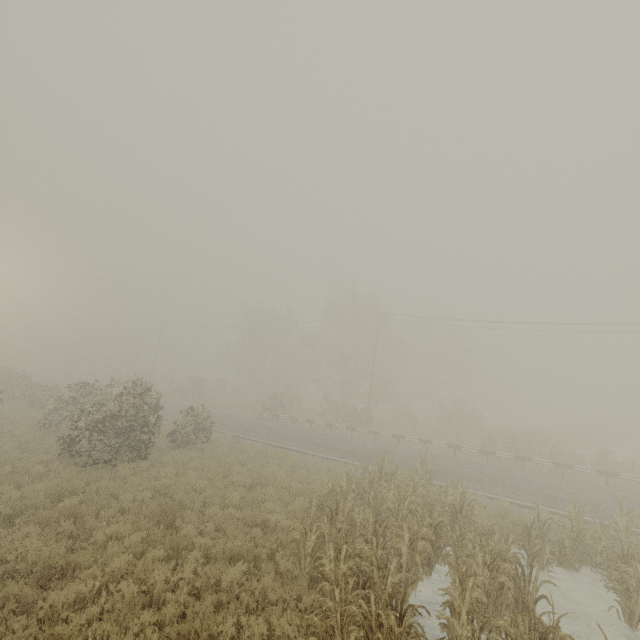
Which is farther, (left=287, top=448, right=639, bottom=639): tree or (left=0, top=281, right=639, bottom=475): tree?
(left=0, top=281, right=639, bottom=475): tree

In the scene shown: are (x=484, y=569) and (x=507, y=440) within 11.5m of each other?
no

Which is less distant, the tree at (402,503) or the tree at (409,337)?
the tree at (402,503)
